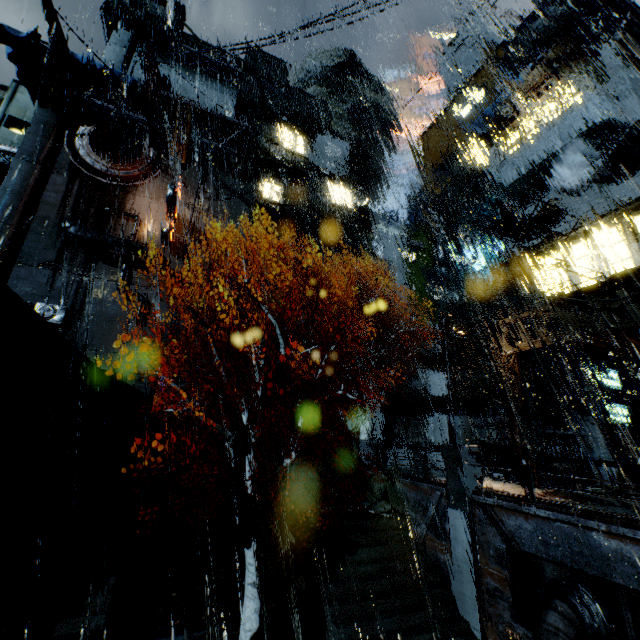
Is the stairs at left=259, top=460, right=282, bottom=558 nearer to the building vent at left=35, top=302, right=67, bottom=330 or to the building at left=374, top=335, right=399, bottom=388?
the building at left=374, top=335, right=399, bottom=388

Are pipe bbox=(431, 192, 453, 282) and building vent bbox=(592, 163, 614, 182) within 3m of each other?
no

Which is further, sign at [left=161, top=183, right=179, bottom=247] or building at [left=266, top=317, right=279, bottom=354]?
sign at [left=161, top=183, right=179, bottom=247]

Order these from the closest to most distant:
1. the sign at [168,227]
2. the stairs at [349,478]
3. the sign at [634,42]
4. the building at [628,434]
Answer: the stairs at [349,478], the sign at [634,42], the building at [628,434], the sign at [168,227]

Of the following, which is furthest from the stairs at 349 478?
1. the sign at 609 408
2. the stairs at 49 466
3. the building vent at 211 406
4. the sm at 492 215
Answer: the sm at 492 215

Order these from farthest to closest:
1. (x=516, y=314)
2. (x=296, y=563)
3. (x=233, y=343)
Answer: (x=233, y=343) < (x=516, y=314) < (x=296, y=563)

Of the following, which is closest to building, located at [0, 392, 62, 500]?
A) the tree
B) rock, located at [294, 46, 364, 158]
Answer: rock, located at [294, 46, 364, 158]

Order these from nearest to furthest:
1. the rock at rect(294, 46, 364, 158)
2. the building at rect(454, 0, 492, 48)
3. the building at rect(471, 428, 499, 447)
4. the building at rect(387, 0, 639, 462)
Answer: the building at rect(454, 0, 492, 48), the building at rect(387, 0, 639, 462), the building at rect(471, 428, 499, 447), the rock at rect(294, 46, 364, 158)
